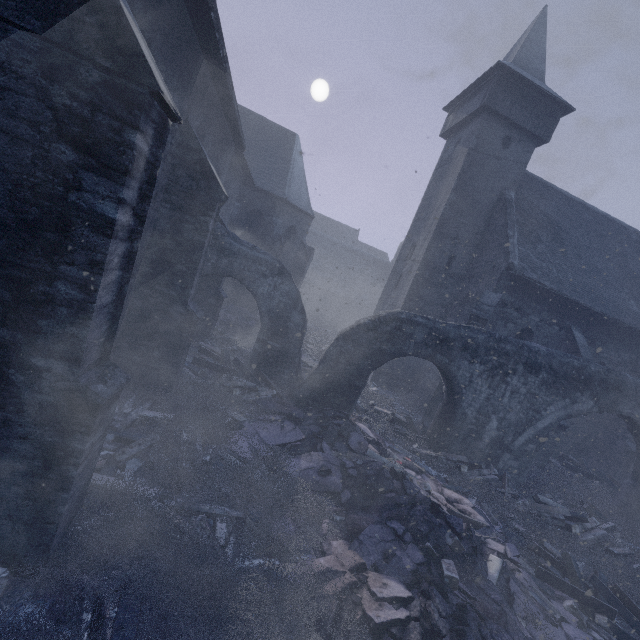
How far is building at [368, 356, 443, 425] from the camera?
12.9 meters

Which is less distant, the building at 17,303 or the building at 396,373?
the building at 17,303

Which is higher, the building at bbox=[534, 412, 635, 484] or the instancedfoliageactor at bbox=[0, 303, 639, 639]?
the building at bbox=[534, 412, 635, 484]

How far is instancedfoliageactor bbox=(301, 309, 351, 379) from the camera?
15.5 meters

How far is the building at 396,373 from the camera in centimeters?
1293cm

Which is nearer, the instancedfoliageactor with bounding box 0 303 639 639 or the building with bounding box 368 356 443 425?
the instancedfoliageactor with bounding box 0 303 639 639

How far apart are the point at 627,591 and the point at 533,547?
2.38m
